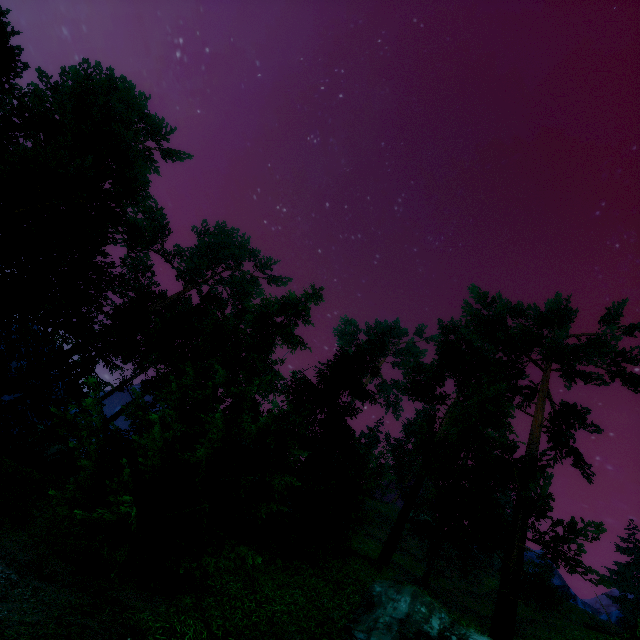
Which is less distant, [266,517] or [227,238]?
[266,517]
